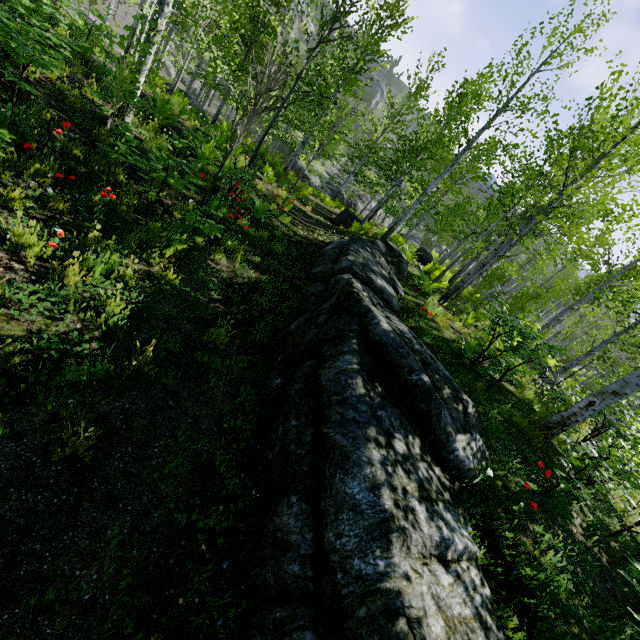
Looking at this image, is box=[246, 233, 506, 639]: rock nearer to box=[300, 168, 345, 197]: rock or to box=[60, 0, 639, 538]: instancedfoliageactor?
box=[60, 0, 639, 538]: instancedfoliageactor

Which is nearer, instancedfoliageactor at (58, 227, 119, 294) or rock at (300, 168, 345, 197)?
instancedfoliageactor at (58, 227, 119, 294)

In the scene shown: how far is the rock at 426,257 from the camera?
17.6m

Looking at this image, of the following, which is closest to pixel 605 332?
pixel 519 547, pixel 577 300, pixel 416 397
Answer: pixel 577 300

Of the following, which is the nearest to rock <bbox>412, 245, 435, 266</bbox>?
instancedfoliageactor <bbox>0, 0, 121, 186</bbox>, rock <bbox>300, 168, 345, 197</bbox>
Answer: instancedfoliageactor <bbox>0, 0, 121, 186</bbox>

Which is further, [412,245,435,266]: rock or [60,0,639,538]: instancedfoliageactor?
[412,245,435,266]: rock

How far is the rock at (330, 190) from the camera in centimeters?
3244cm
